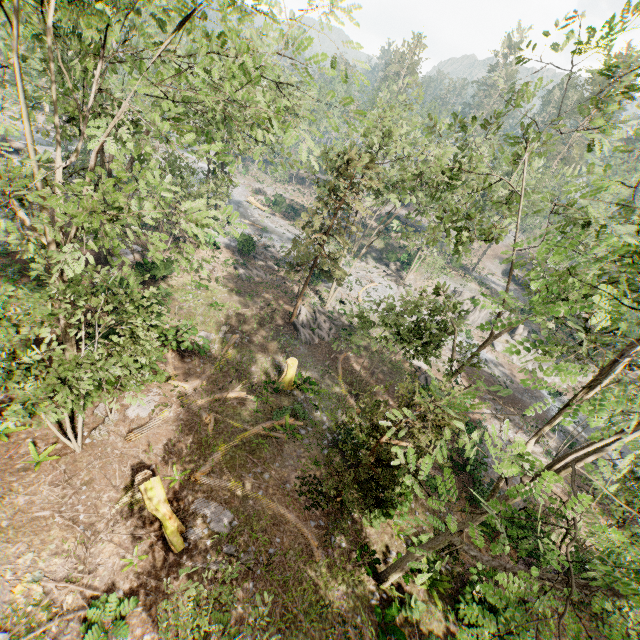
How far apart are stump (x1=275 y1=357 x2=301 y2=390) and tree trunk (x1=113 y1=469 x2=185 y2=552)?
9.06m

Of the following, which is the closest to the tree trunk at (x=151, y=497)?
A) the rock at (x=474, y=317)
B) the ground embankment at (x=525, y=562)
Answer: the ground embankment at (x=525, y=562)

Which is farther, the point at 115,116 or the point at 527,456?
the point at 115,116

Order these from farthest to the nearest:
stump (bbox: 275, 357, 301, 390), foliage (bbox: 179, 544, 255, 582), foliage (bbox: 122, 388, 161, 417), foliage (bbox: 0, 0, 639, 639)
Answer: stump (bbox: 275, 357, 301, 390) → foliage (bbox: 122, 388, 161, 417) → foliage (bbox: 179, 544, 255, 582) → foliage (bbox: 0, 0, 639, 639)

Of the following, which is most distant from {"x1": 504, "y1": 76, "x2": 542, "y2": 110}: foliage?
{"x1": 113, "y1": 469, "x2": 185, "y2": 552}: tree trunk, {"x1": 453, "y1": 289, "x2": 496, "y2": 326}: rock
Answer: {"x1": 113, "y1": 469, "x2": 185, "y2": 552}: tree trunk

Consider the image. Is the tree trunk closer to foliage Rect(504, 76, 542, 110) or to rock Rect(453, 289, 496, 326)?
foliage Rect(504, 76, 542, 110)

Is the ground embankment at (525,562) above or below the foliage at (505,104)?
below

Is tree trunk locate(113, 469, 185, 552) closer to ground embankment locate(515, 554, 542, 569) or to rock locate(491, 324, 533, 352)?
ground embankment locate(515, 554, 542, 569)
